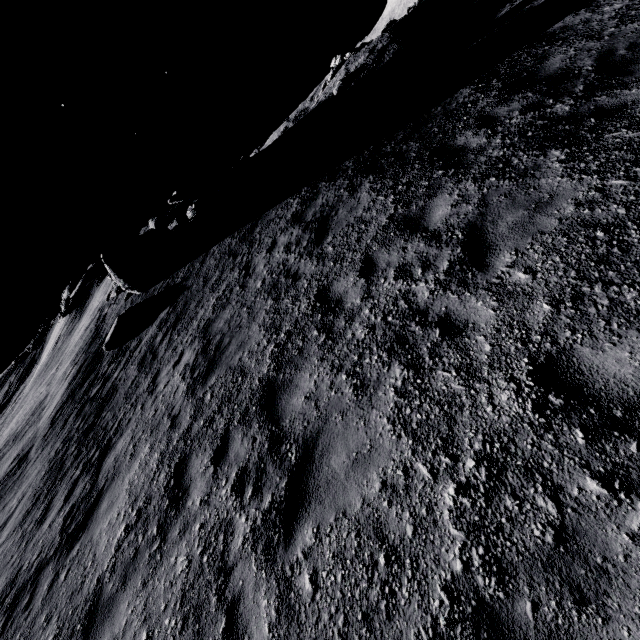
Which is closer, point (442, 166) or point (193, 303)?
point (442, 166)

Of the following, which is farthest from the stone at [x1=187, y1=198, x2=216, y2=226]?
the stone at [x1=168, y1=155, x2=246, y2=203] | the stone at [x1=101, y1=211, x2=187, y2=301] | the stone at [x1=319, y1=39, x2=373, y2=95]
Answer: the stone at [x1=319, y1=39, x2=373, y2=95]

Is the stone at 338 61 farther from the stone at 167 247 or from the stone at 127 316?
the stone at 127 316

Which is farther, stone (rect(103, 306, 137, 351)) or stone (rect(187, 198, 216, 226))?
stone (rect(187, 198, 216, 226))

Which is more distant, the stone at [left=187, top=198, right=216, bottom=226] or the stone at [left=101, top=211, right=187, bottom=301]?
the stone at [left=187, top=198, right=216, bottom=226]

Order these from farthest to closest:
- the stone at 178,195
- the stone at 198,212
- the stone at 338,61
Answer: the stone at 338,61
the stone at 178,195
the stone at 198,212

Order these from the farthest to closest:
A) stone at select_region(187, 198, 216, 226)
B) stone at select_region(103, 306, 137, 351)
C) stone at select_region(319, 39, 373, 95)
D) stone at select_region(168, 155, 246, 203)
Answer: stone at select_region(319, 39, 373, 95), stone at select_region(168, 155, 246, 203), stone at select_region(187, 198, 216, 226), stone at select_region(103, 306, 137, 351)
